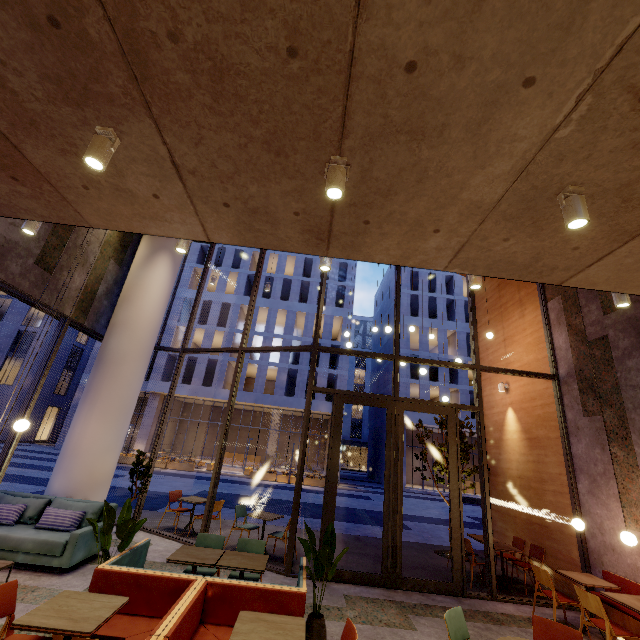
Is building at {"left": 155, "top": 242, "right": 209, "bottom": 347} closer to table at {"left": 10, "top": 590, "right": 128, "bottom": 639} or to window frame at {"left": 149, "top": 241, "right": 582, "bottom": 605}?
window frame at {"left": 149, "top": 241, "right": 582, "bottom": 605}

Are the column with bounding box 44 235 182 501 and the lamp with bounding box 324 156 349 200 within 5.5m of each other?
no

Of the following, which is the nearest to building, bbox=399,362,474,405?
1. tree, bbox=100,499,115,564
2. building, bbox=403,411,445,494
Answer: building, bbox=403,411,445,494

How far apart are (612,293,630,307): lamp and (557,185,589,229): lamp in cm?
237

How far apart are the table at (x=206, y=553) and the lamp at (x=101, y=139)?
4.6 meters

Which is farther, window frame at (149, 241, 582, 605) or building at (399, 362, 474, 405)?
building at (399, 362, 474, 405)

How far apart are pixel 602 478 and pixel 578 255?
5.59m

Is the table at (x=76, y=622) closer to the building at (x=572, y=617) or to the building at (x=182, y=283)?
the building at (x=572, y=617)
